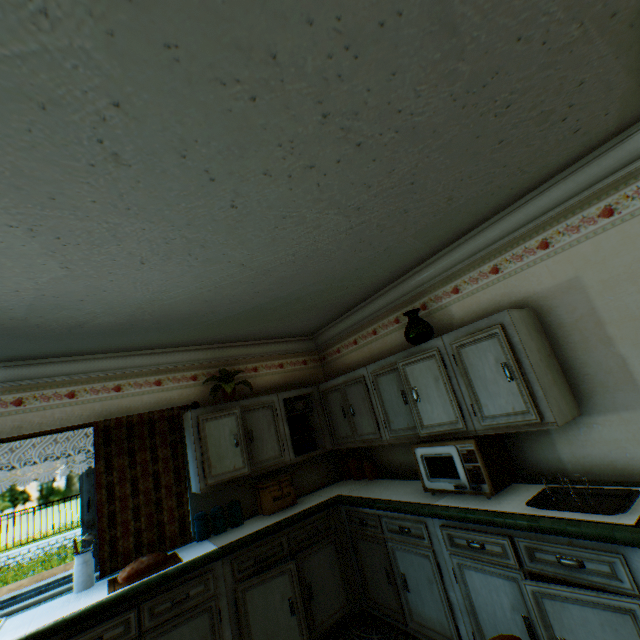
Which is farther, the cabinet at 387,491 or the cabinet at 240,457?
the cabinet at 240,457

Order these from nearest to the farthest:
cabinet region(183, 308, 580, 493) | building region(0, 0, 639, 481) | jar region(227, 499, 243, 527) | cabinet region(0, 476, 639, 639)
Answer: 1. building region(0, 0, 639, 481)
2. cabinet region(0, 476, 639, 639)
3. cabinet region(183, 308, 580, 493)
4. jar region(227, 499, 243, 527)

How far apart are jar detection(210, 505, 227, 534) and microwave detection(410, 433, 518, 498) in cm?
212

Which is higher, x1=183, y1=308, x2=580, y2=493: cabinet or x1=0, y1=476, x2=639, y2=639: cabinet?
x1=183, y1=308, x2=580, y2=493: cabinet

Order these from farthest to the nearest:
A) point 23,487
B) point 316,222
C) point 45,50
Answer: point 23,487 → point 316,222 → point 45,50

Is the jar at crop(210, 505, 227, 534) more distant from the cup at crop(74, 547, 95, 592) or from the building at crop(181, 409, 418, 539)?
the cup at crop(74, 547, 95, 592)

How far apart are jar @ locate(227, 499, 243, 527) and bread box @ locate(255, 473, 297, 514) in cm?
48

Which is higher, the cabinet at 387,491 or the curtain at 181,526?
the curtain at 181,526
